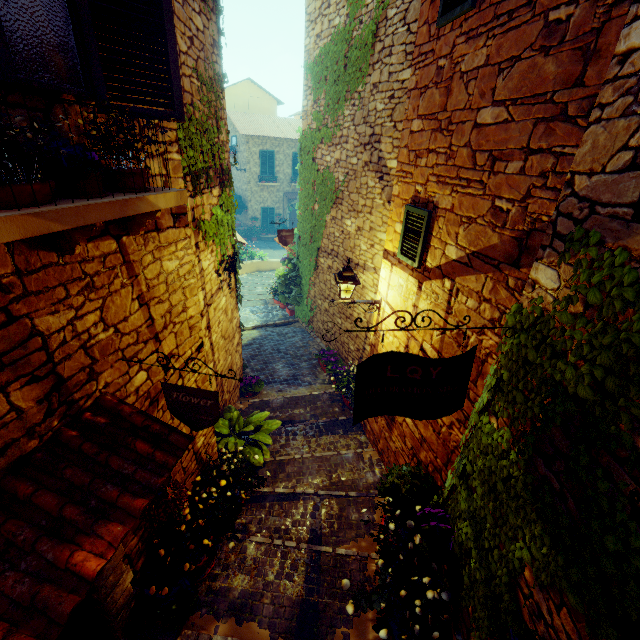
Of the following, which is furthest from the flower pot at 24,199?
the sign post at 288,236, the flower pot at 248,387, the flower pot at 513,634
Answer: the flower pot at 248,387

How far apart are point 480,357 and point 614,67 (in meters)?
2.25

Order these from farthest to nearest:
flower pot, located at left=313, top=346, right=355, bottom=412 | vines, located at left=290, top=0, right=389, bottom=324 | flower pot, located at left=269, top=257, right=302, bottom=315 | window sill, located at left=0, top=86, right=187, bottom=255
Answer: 1. flower pot, located at left=269, top=257, right=302, bottom=315
2. flower pot, located at left=313, top=346, right=355, bottom=412
3. vines, located at left=290, top=0, right=389, bottom=324
4. window sill, located at left=0, top=86, right=187, bottom=255

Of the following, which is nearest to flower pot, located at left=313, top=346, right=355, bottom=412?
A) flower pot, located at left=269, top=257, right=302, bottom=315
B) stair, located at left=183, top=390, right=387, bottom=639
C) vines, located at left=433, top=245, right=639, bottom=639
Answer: stair, located at left=183, top=390, right=387, bottom=639

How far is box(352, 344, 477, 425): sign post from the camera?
2.38m

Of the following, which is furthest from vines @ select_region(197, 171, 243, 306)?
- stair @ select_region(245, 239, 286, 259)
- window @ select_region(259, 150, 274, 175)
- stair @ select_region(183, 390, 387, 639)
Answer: window @ select_region(259, 150, 274, 175)

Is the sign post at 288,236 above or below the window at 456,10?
below

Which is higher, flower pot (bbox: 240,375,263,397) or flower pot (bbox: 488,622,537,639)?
flower pot (bbox: 488,622,537,639)
